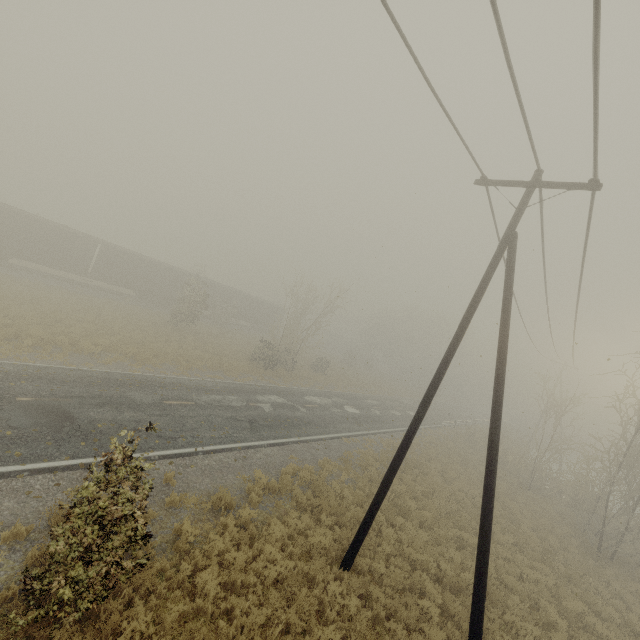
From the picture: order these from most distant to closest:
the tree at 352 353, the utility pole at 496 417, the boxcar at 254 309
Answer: the tree at 352 353 < the boxcar at 254 309 < the utility pole at 496 417

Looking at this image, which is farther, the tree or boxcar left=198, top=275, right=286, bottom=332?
the tree

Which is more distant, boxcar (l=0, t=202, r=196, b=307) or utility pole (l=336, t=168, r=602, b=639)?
boxcar (l=0, t=202, r=196, b=307)

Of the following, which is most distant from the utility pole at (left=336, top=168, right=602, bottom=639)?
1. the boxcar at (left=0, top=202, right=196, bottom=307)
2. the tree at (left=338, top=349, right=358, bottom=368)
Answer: the tree at (left=338, top=349, right=358, bottom=368)

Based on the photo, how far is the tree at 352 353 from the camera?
53.6m

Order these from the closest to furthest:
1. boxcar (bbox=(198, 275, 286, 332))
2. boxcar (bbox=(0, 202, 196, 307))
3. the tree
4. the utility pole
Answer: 1. the utility pole
2. boxcar (bbox=(0, 202, 196, 307))
3. boxcar (bbox=(198, 275, 286, 332))
4. the tree

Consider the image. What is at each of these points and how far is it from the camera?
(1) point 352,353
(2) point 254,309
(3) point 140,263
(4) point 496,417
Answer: (1) tree, 54.34m
(2) boxcar, 47.16m
(3) boxcar, 33.91m
(4) utility pole, 7.59m
